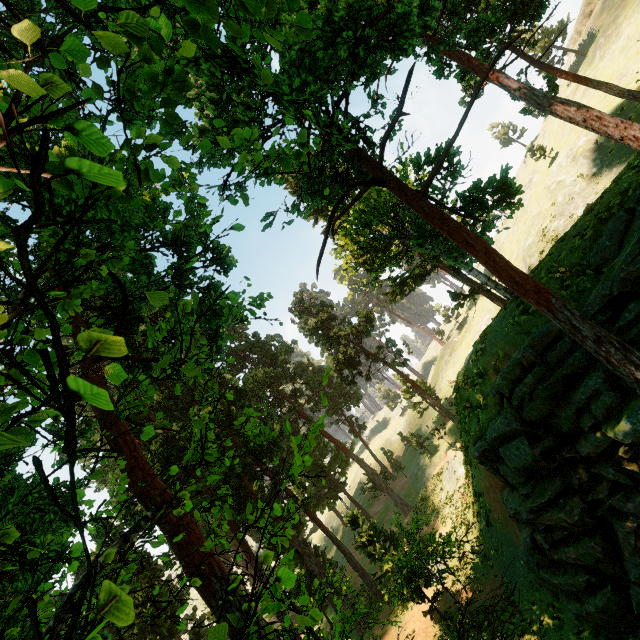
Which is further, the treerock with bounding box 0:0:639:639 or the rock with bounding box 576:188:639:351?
the rock with bounding box 576:188:639:351

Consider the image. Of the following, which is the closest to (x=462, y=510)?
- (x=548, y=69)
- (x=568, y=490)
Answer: (x=568, y=490)

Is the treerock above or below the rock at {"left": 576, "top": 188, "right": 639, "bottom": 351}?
above

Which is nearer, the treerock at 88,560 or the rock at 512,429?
the treerock at 88,560

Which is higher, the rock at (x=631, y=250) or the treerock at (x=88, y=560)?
the treerock at (x=88, y=560)
